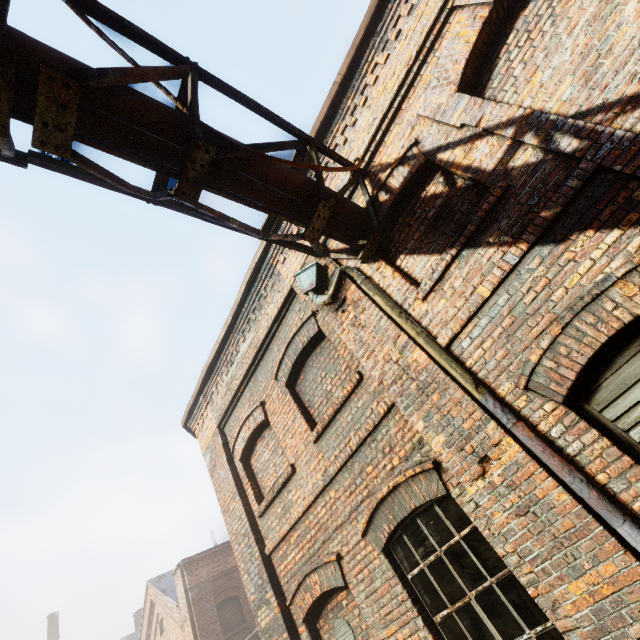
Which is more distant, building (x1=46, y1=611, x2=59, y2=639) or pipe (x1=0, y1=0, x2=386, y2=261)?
building (x1=46, y1=611, x2=59, y2=639)

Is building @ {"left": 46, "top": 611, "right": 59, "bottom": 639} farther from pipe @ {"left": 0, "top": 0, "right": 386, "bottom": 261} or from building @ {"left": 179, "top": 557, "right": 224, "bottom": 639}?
pipe @ {"left": 0, "top": 0, "right": 386, "bottom": 261}

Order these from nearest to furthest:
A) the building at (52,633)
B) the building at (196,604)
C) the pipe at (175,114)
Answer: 1. the pipe at (175,114)
2. the building at (196,604)
3. the building at (52,633)

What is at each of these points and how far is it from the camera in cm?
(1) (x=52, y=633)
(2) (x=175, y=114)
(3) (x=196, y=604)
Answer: (1) building, 2784
(2) pipe, 265
(3) building, 1212

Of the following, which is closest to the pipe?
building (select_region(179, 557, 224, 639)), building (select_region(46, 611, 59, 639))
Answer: building (select_region(179, 557, 224, 639))

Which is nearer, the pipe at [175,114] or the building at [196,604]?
the pipe at [175,114]

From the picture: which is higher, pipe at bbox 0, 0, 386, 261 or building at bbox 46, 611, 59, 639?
building at bbox 46, 611, 59, 639
